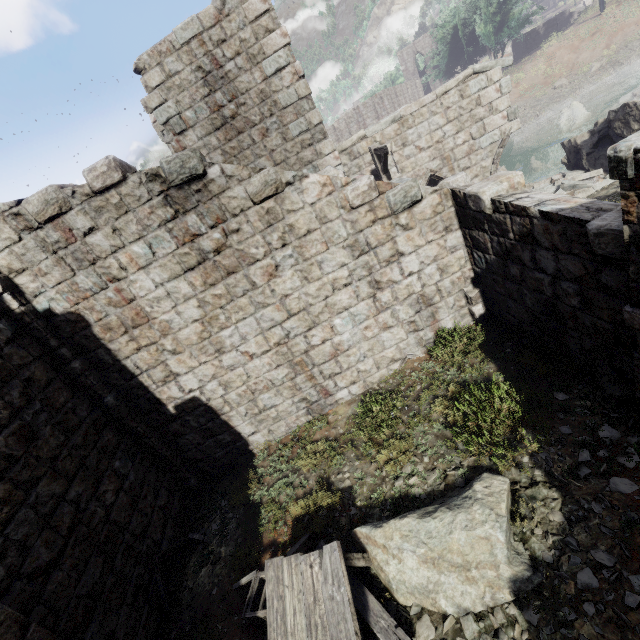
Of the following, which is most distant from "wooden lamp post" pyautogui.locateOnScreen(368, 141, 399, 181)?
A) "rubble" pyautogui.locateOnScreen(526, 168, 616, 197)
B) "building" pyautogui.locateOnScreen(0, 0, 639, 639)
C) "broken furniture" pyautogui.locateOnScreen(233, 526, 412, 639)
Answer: "broken furniture" pyautogui.locateOnScreen(233, 526, 412, 639)

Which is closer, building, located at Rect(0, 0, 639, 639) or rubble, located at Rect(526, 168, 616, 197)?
building, located at Rect(0, 0, 639, 639)

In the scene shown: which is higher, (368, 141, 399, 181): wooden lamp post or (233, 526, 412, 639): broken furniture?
(368, 141, 399, 181): wooden lamp post

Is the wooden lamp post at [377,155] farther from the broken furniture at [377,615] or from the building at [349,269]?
the broken furniture at [377,615]

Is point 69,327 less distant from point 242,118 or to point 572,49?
point 242,118

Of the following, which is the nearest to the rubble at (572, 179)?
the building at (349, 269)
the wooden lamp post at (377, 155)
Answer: the building at (349, 269)

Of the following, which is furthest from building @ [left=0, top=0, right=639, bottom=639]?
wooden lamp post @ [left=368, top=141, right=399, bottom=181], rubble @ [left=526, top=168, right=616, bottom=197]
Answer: wooden lamp post @ [left=368, top=141, right=399, bottom=181]

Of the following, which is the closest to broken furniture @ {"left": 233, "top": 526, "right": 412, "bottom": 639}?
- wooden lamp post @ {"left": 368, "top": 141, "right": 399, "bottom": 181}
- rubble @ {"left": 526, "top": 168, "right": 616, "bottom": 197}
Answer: wooden lamp post @ {"left": 368, "top": 141, "right": 399, "bottom": 181}
